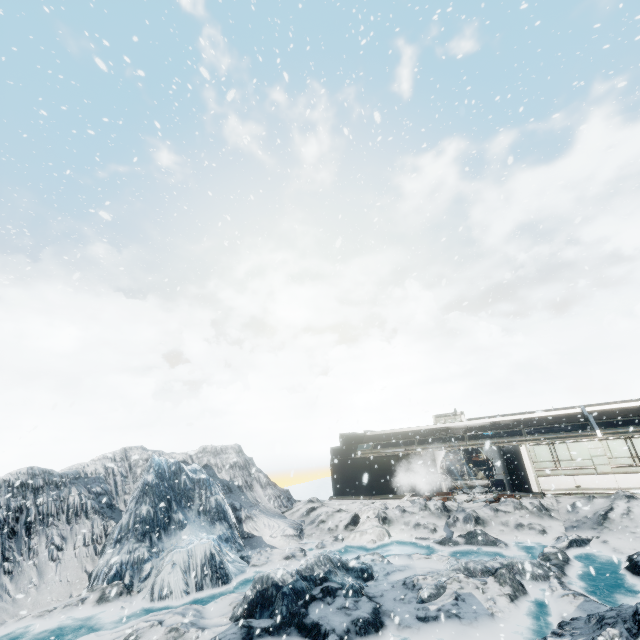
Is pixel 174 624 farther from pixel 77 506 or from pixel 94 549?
pixel 77 506
